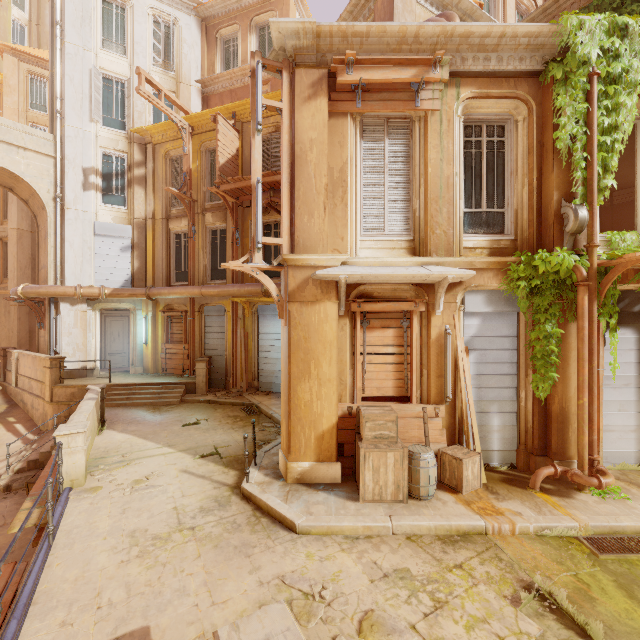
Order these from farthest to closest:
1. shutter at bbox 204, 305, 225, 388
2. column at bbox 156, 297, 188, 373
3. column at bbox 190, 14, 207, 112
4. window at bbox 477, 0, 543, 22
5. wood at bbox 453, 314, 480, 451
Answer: column at bbox 190, 14, 207, 112 → column at bbox 156, 297, 188, 373 → shutter at bbox 204, 305, 225, 388 → window at bbox 477, 0, 543, 22 → wood at bbox 453, 314, 480, 451

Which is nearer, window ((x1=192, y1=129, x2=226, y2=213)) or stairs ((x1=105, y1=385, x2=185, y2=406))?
stairs ((x1=105, y1=385, x2=185, y2=406))

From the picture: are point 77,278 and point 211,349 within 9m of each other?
yes

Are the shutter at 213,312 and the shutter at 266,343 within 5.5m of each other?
yes

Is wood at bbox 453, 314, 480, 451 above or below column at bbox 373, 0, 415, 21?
below

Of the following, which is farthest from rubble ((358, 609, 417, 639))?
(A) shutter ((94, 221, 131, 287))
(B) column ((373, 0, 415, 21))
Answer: (A) shutter ((94, 221, 131, 287))

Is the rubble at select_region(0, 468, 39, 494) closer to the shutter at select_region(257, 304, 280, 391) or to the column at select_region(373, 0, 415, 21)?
the shutter at select_region(257, 304, 280, 391)

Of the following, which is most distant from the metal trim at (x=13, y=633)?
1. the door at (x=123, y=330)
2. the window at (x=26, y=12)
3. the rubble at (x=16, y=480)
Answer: the window at (x=26, y=12)
